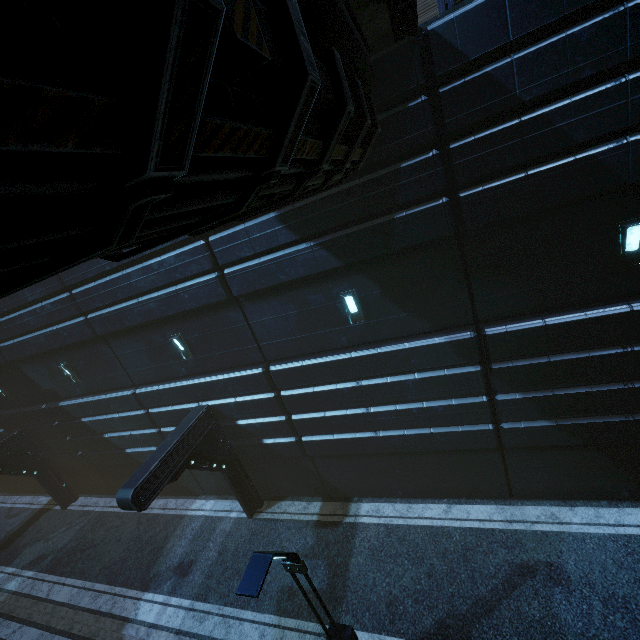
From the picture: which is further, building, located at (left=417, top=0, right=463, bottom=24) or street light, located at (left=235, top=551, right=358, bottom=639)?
building, located at (left=417, top=0, right=463, bottom=24)

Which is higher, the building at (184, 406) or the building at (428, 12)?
the building at (428, 12)

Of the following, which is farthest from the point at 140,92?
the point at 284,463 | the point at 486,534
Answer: the point at 284,463

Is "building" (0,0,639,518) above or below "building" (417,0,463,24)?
below

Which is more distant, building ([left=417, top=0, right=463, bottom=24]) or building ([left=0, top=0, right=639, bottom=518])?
building ([left=417, top=0, right=463, bottom=24])

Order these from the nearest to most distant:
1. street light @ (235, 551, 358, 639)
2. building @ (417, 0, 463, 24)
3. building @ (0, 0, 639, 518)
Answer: building @ (0, 0, 639, 518) → street light @ (235, 551, 358, 639) → building @ (417, 0, 463, 24)

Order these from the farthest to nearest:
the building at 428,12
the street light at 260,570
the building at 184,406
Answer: the building at 428,12 → the street light at 260,570 → the building at 184,406
